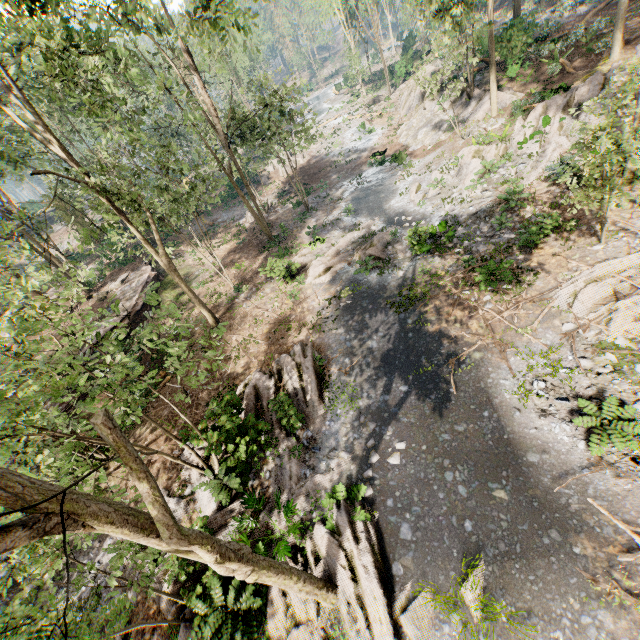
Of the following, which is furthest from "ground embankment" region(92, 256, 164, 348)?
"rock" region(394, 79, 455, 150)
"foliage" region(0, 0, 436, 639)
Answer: "rock" region(394, 79, 455, 150)

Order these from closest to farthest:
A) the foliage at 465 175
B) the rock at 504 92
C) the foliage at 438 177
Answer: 1. the foliage at 465 175
2. the foliage at 438 177
3. the rock at 504 92

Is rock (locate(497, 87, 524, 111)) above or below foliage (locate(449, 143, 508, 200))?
above

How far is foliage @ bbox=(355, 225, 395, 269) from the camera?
17.42m

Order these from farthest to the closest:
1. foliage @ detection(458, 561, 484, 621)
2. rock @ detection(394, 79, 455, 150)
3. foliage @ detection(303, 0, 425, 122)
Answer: foliage @ detection(303, 0, 425, 122) → rock @ detection(394, 79, 455, 150) → foliage @ detection(458, 561, 484, 621)

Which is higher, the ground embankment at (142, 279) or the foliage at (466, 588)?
Answer: the ground embankment at (142, 279)

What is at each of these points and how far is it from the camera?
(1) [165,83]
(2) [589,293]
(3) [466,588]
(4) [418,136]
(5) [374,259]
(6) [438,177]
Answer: (1) foliage, 53.59m
(2) foliage, 10.48m
(3) foliage, 7.11m
(4) rock, 27.80m
(5) foliage, 18.03m
(6) foliage, 20.94m
